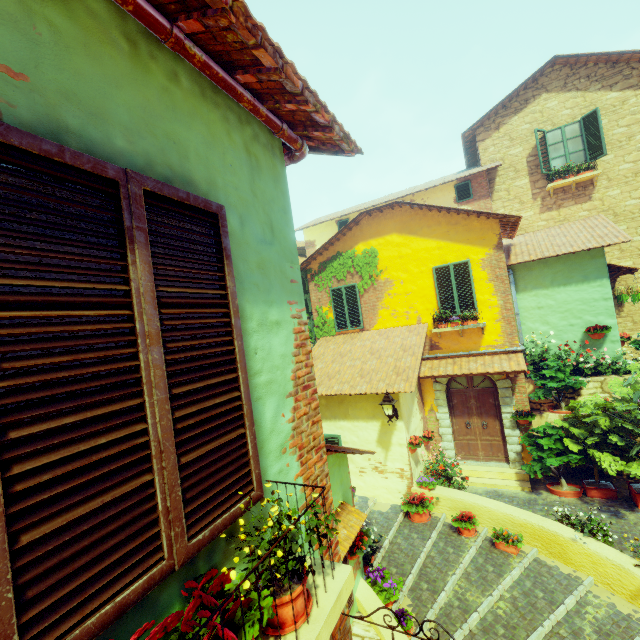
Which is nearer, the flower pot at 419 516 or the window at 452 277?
the flower pot at 419 516

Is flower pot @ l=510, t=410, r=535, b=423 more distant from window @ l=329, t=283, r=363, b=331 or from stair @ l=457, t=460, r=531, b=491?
window @ l=329, t=283, r=363, b=331

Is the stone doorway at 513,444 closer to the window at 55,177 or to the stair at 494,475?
the window at 55,177

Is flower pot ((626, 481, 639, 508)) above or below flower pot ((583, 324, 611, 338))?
below

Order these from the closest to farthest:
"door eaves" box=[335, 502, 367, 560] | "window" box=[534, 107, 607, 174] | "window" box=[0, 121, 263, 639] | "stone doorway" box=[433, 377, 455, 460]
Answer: "window" box=[0, 121, 263, 639] → "door eaves" box=[335, 502, 367, 560] → "stone doorway" box=[433, 377, 455, 460] → "window" box=[534, 107, 607, 174]

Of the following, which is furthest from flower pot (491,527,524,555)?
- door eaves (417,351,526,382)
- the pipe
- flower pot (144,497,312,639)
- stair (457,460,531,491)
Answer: flower pot (144,497,312,639)

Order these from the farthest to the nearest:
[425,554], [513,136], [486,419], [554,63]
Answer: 1. [513,136]
2. [554,63]
3. [486,419]
4. [425,554]

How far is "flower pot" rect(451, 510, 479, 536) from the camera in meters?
7.2 m
